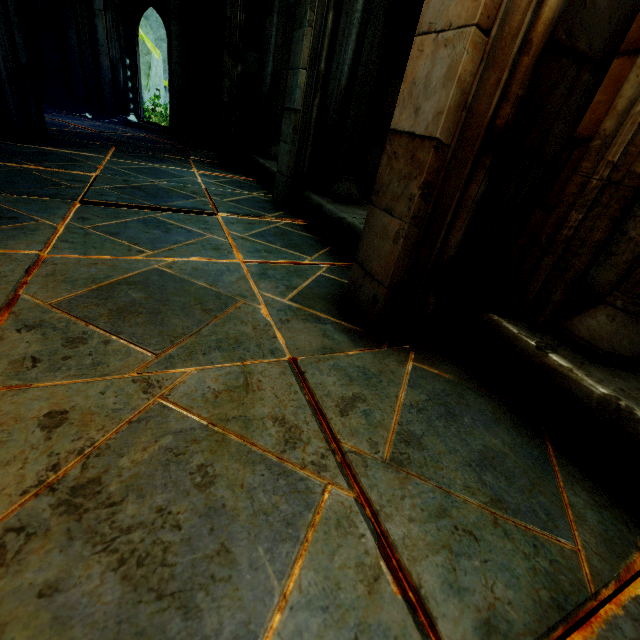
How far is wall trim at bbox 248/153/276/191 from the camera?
4.42m

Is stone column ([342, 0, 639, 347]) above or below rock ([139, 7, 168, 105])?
below

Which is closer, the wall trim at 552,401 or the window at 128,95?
the wall trim at 552,401

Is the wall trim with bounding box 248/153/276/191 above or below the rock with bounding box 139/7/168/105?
below

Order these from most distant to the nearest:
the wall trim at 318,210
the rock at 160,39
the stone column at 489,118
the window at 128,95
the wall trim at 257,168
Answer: the rock at 160,39 → the window at 128,95 → the wall trim at 257,168 → the wall trim at 318,210 → the stone column at 489,118

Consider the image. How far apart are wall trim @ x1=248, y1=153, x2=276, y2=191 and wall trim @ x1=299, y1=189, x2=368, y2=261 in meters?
0.5 m

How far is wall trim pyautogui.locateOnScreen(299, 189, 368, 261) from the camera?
2.65m

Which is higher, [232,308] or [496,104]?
[496,104]
